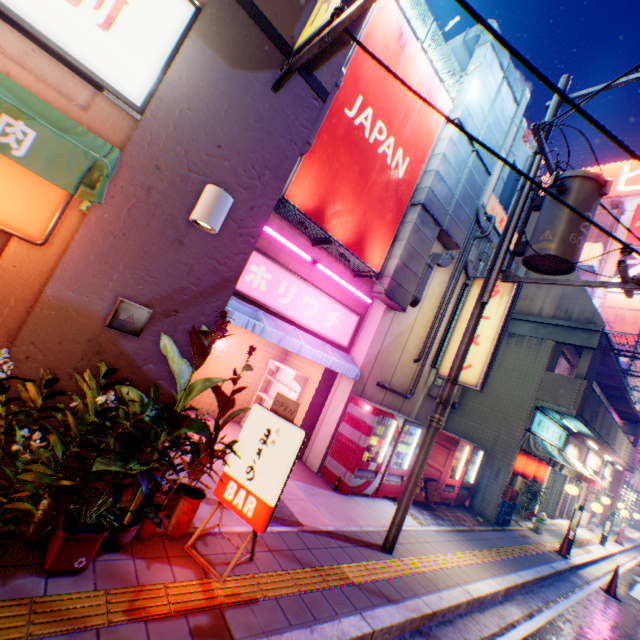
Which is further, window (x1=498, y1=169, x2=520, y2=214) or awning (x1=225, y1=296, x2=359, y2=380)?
window (x1=498, y1=169, x2=520, y2=214)

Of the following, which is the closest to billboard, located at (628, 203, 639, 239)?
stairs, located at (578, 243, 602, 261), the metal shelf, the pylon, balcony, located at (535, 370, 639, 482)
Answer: stairs, located at (578, 243, 602, 261)

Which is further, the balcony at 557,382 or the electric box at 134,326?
the balcony at 557,382

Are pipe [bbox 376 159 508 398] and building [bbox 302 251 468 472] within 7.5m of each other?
yes

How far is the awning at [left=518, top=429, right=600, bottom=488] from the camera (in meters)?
10.48

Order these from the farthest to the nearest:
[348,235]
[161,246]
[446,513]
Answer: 1. [446,513]
2. [348,235]
3. [161,246]

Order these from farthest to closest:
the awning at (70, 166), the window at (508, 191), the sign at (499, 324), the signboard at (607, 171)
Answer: the signboard at (607, 171) → the window at (508, 191) → the sign at (499, 324) → the awning at (70, 166)

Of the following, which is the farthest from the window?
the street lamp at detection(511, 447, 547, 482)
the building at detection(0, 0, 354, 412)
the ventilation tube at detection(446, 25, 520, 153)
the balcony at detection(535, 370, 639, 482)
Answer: the street lamp at detection(511, 447, 547, 482)
